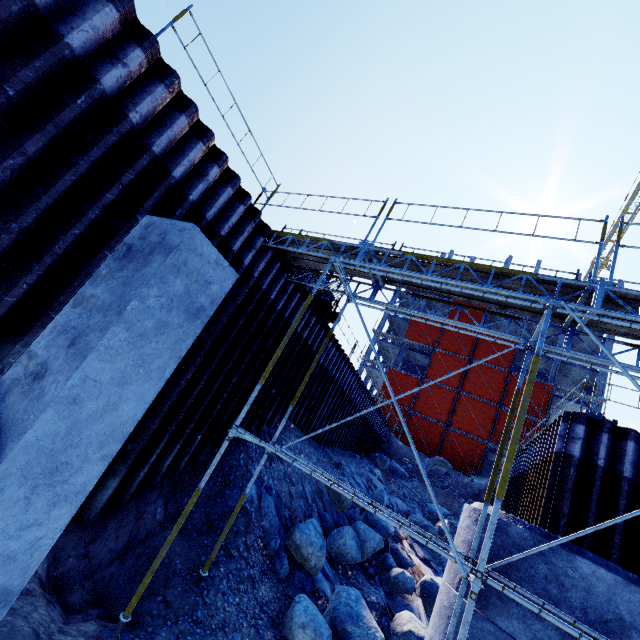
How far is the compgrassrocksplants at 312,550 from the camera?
7.75m

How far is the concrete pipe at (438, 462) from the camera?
22.41m

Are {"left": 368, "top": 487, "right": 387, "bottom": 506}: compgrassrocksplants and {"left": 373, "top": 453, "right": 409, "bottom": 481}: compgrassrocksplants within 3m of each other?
no

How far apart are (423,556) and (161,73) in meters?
17.5

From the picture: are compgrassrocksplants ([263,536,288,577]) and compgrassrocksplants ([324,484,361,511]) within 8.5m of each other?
yes

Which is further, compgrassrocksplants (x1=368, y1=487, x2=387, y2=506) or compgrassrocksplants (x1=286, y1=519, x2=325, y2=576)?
compgrassrocksplants (x1=368, y1=487, x2=387, y2=506)

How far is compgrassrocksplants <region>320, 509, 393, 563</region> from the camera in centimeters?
979cm

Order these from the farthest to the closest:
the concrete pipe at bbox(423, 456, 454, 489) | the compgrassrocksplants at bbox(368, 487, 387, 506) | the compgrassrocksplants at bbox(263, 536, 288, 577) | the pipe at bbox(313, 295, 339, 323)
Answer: the concrete pipe at bbox(423, 456, 454, 489) < the compgrassrocksplants at bbox(368, 487, 387, 506) < the pipe at bbox(313, 295, 339, 323) < the compgrassrocksplants at bbox(263, 536, 288, 577)
